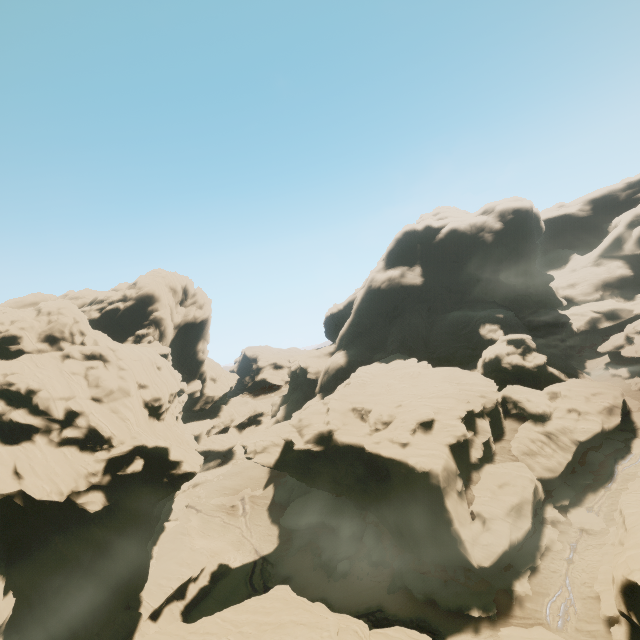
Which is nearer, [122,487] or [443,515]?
[443,515]

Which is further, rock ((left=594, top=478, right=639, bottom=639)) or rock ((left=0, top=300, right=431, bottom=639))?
rock ((left=0, top=300, right=431, bottom=639))

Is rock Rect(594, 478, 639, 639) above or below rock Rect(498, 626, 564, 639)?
above

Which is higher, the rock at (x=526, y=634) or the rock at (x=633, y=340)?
the rock at (x=633, y=340)

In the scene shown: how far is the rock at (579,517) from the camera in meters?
29.7 m

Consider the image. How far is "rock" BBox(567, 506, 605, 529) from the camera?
29.7m
